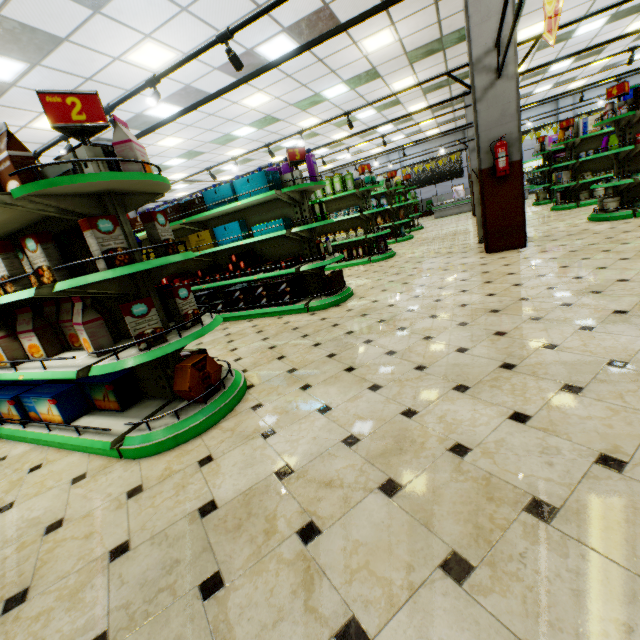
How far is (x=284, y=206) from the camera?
5.4m

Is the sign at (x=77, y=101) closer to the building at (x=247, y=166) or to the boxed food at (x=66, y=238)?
the boxed food at (x=66, y=238)

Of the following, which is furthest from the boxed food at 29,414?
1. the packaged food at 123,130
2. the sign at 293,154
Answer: the sign at 293,154

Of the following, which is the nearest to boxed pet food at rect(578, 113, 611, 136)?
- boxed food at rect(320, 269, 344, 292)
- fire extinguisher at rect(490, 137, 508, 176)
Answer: fire extinguisher at rect(490, 137, 508, 176)

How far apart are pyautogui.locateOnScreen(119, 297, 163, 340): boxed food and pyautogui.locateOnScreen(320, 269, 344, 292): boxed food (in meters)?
3.20

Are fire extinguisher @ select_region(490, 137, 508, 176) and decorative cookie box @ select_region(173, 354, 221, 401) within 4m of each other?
no

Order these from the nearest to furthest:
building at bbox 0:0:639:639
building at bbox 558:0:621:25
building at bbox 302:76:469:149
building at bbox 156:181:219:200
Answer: building at bbox 0:0:639:639, building at bbox 558:0:621:25, building at bbox 302:76:469:149, building at bbox 156:181:219:200

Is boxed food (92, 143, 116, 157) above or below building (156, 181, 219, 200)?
below
